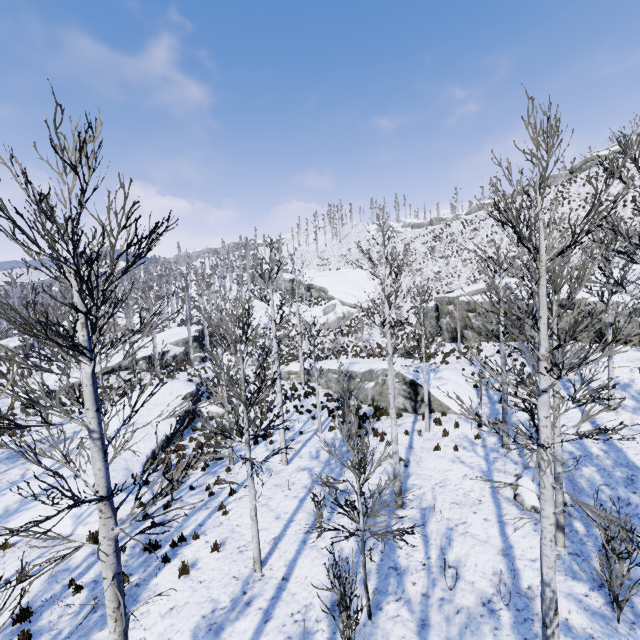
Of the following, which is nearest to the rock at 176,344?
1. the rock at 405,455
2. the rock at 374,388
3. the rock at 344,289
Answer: the rock at 374,388

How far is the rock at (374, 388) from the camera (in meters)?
19.73

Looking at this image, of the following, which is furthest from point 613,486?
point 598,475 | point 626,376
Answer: point 626,376

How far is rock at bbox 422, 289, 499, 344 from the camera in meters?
22.6 m

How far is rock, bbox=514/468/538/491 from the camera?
9.5 meters

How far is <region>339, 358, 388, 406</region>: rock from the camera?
19.73m

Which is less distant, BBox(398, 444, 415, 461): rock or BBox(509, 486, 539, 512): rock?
BBox(509, 486, 539, 512): rock
